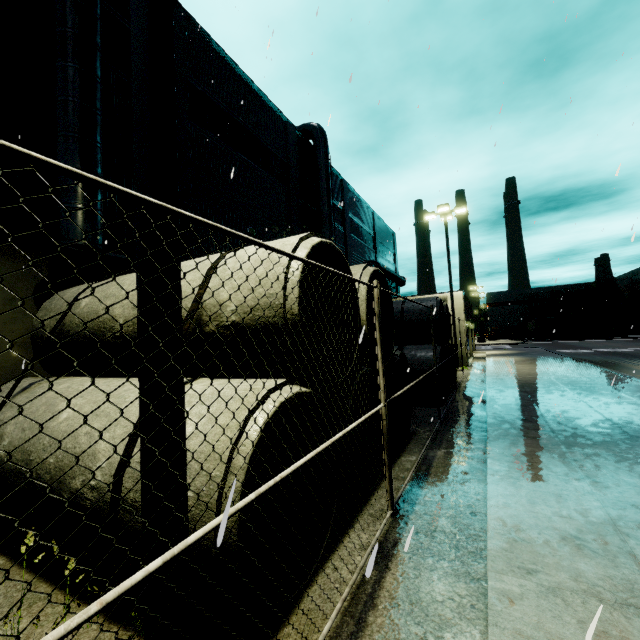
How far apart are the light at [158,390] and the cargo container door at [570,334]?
63.64m

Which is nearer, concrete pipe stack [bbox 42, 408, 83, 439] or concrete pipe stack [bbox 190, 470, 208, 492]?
concrete pipe stack [bbox 190, 470, 208, 492]

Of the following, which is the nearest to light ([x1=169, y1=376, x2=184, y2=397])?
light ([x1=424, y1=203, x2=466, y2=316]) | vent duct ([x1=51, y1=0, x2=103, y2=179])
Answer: vent duct ([x1=51, y1=0, x2=103, y2=179])

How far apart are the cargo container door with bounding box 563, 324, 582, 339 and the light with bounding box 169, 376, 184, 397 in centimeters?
6364cm

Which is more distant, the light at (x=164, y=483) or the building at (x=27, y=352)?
the building at (x=27, y=352)

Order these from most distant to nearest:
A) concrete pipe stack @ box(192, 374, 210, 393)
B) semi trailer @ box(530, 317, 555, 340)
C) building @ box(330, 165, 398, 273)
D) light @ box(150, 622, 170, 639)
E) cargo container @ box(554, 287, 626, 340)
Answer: semi trailer @ box(530, 317, 555, 340), cargo container @ box(554, 287, 626, 340), building @ box(330, 165, 398, 273), concrete pipe stack @ box(192, 374, 210, 393), light @ box(150, 622, 170, 639)

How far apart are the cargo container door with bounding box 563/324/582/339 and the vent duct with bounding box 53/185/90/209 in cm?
6272

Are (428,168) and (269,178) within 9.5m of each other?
yes
